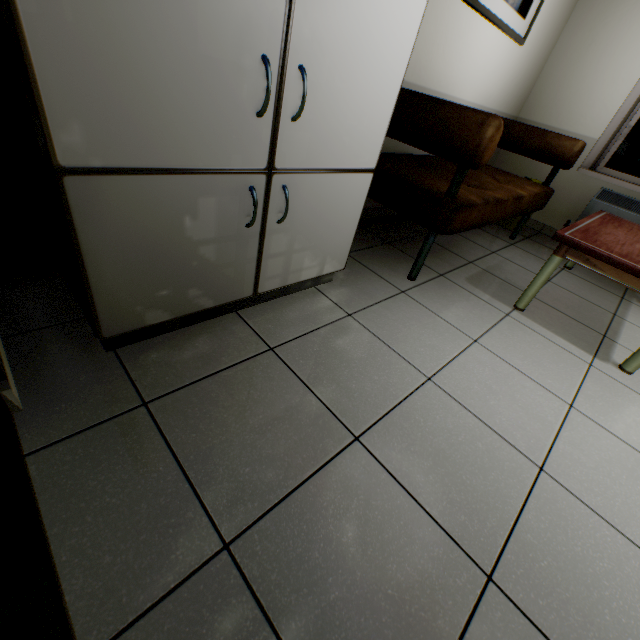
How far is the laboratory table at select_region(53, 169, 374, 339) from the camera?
0.9 meters

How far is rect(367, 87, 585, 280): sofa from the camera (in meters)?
1.59

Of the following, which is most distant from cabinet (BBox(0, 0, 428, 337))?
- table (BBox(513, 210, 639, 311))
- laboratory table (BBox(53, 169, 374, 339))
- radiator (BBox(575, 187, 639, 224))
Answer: radiator (BBox(575, 187, 639, 224))

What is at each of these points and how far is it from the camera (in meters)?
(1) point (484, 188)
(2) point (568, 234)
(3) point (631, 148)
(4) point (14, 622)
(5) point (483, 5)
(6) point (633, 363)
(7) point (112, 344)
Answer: (1) sofa, 2.29
(2) table, 1.85
(3) window, 3.23
(4) door, 0.60
(5) picture, 2.25
(6) table, 1.79
(7) cabinet, 1.15

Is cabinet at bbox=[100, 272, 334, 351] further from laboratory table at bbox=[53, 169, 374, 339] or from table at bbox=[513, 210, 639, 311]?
table at bbox=[513, 210, 639, 311]

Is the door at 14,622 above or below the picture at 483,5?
below

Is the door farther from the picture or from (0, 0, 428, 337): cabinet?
the picture

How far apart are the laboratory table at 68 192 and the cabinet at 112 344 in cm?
2
